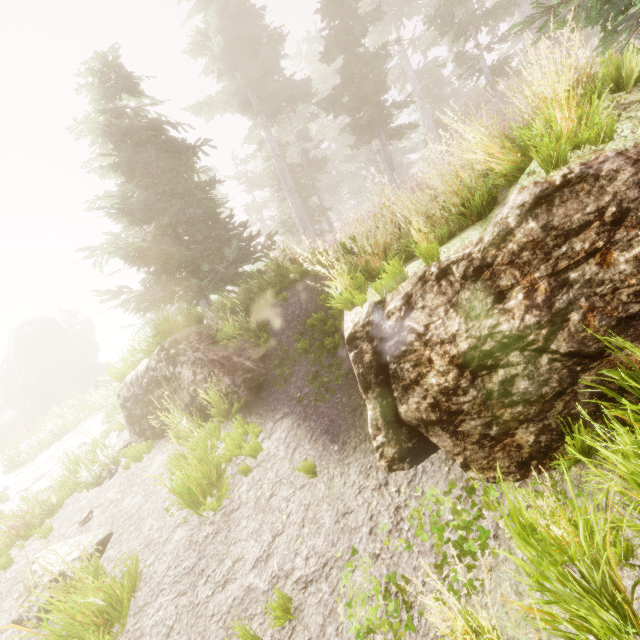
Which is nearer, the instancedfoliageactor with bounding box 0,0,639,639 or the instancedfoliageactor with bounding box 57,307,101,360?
the instancedfoliageactor with bounding box 0,0,639,639

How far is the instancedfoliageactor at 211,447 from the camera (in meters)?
5.00

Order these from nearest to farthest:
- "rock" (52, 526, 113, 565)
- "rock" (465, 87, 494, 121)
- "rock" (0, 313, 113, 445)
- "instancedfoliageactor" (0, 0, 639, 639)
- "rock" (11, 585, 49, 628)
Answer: "instancedfoliageactor" (0, 0, 639, 639)
"rock" (11, 585, 49, 628)
"rock" (52, 526, 113, 565)
"rock" (465, 87, 494, 121)
"rock" (0, 313, 113, 445)

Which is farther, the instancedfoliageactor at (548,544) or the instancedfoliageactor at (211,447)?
the instancedfoliageactor at (211,447)

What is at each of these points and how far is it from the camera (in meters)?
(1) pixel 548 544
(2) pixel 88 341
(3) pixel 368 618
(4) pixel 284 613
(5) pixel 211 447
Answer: (1) instancedfoliageactor, 2.57
(2) instancedfoliageactor, 51.09
(3) instancedfoliageactor, 2.99
(4) instancedfoliageactor, 3.31
(5) instancedfoliageactor, 6.08

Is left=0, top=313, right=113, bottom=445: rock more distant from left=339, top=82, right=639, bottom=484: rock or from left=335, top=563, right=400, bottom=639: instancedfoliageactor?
left=339, top=82, right=639, bottom=484: rock

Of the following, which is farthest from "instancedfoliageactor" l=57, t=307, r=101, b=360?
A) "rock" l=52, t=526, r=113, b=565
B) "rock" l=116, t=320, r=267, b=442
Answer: "rock" l=52, t=526, r=113, b=565

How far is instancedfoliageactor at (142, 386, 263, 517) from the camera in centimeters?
500cm
